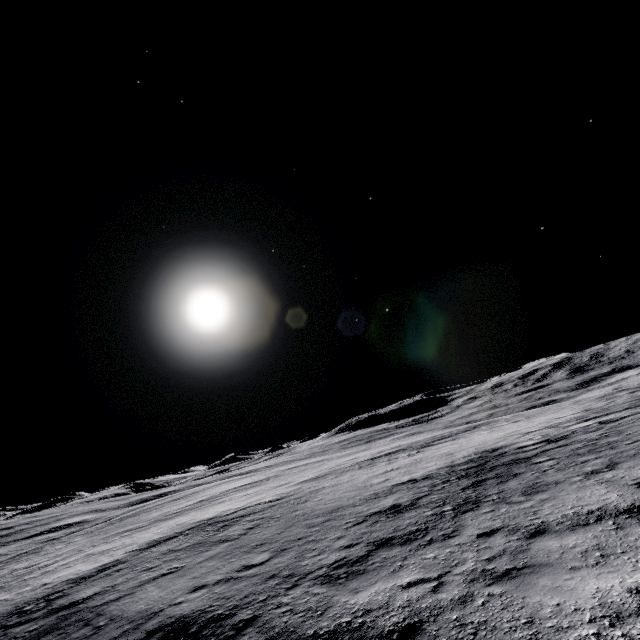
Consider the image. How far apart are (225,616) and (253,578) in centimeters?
187cm
